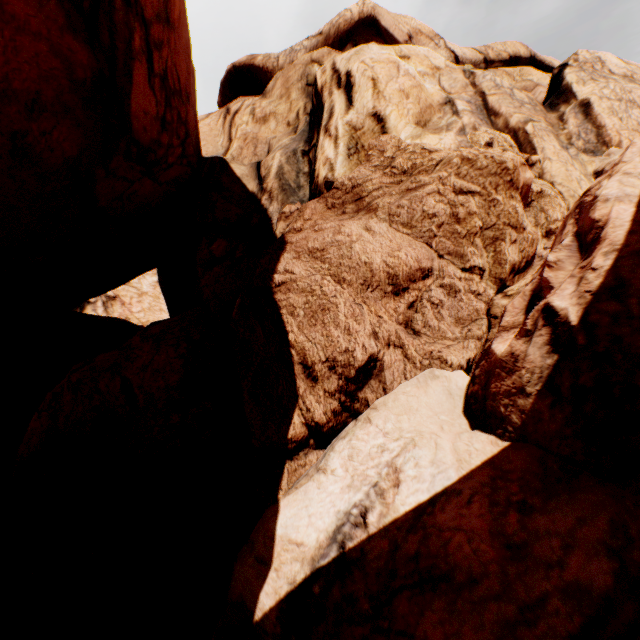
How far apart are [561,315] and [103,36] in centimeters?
639cm
